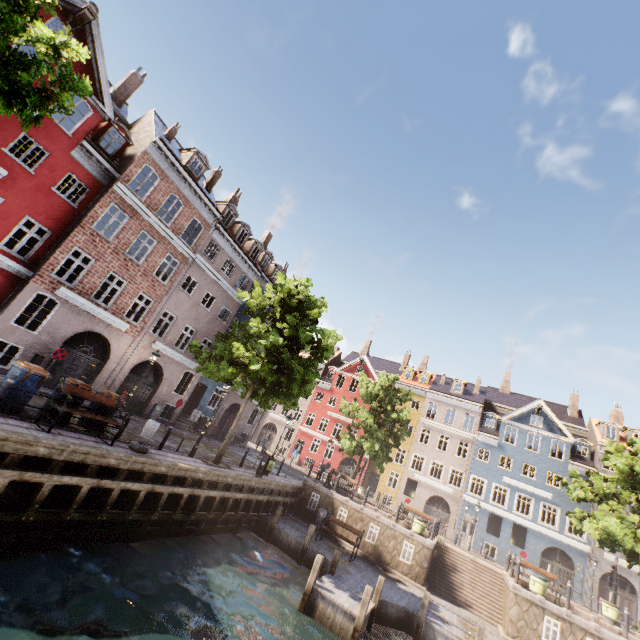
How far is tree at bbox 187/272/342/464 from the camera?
15.1 meters

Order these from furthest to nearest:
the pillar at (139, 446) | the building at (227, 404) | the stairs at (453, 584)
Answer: the building at (227, 404)
the stairs at (453, 584)
the pillar at (139, 446)

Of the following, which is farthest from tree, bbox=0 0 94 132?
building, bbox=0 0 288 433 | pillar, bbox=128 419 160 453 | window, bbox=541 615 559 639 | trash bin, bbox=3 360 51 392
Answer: window, bbox=541 615 559 639

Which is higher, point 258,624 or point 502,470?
point 502,470

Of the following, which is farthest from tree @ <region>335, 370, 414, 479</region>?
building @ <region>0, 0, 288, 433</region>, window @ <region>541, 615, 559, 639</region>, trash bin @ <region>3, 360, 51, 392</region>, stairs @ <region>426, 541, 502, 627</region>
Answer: window @ <region>541, 615, 559, 639</region>

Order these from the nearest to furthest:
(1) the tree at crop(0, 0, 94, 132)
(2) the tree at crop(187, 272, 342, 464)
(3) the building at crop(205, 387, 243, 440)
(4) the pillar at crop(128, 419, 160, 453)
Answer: (1) the tree at crop(0, 0, 94, 132) → (4) the pillar at crop(128, 419, 160, 453) → (2) the tree at crop(187, 272, 342, 464) → (3) the building at crop(205, 387, 243, 440)

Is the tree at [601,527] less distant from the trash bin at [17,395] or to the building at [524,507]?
the building at [524,507]

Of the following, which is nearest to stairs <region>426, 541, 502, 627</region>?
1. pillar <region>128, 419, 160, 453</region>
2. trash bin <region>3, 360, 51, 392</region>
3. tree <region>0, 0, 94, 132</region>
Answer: tree <region>0, 0, 94, 132</region>
